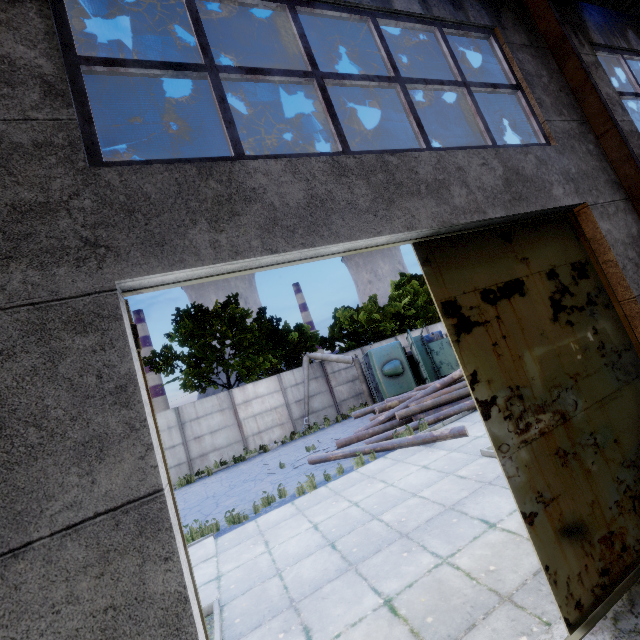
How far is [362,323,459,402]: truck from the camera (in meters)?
16.67

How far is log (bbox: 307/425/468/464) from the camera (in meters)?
9.12

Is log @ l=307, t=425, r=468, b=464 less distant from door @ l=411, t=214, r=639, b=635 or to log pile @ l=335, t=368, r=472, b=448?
log pile @ l=335, t=368, r=472, b=448

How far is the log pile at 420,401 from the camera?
12.19m

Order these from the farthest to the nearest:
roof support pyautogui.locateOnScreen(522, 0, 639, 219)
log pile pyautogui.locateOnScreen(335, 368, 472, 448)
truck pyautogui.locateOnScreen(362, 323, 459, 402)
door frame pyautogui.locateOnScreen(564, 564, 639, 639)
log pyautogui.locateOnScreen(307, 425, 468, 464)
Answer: truck pyautogui.locateOnScreen(362, 323, 459, 402)
log pile pyautogui.locateOnScreen(335, 368, 472, 448)
log pyautogui.locateOnScreen(307, 425, 468, 464)
roof support pyautogui.locateOnScreen(522, 0, 639, 219)
door frame pyautogui.locateOnScreen(564, 564, 639, 639)

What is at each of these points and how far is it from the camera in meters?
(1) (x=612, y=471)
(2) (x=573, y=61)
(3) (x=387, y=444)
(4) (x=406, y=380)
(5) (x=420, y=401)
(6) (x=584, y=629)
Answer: (1) door, 3.5 m
(2) roof support, 4.9 m
(3) log, 10.0 m
(4) truck, 16.7 m
(5) log pile, 12.5 m
(6) door frame, 2.8 m

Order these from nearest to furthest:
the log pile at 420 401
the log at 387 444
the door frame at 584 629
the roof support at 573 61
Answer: the door frame at 584 629
the roof support at 573 61
the log at 387 444
the log pile at 420 401

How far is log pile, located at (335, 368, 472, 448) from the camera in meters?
12.2
